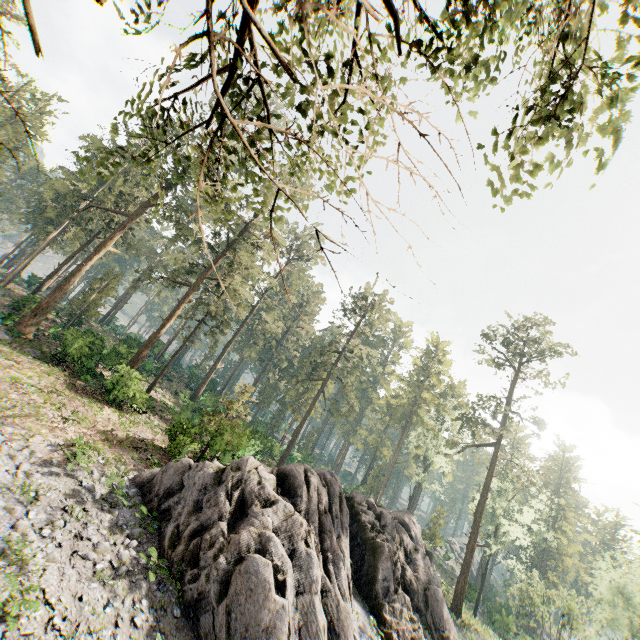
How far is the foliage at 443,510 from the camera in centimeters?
4433cm

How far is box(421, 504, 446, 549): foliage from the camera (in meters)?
44.33

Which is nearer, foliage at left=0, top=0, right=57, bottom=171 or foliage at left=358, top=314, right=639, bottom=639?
foliage at left=0, top=0, right=57, bottom=171

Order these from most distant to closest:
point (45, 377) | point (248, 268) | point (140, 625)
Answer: point (248, 268), point (45, 377), point (140, 625)

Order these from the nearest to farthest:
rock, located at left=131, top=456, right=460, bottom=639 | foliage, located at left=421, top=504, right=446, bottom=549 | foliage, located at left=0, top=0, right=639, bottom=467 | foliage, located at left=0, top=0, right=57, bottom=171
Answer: foliage, located at left=0, top=0, right=57, bottom=171 < foliage, located at left=0, top=0, right=639, bottom=467 < rock, located at left=131, top=456, right=460, bottom=639 < foliage, located at left=421, top=504, right=446, bottom=549
